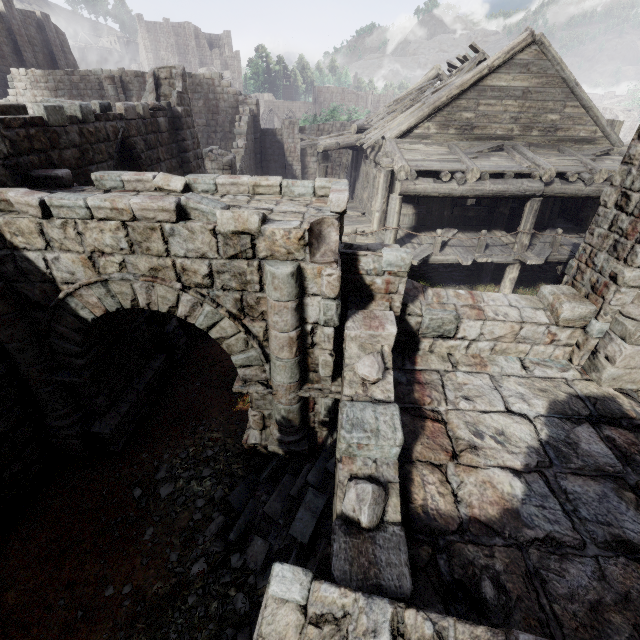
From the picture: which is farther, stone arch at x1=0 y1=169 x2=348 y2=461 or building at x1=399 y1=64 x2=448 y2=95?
building at x1=399 y1=64 x2=448 y2=95

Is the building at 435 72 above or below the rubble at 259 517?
above

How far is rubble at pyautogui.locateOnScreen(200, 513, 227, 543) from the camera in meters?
5.3 m

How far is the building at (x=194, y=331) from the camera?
10.0m

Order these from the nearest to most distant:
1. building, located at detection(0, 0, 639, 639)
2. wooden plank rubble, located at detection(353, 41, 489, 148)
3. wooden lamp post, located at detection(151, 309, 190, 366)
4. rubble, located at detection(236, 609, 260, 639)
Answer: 1. building, located at detection(0, 0, 639, 639)
2. rubble, located at detection(236, 609, 260, 639)
3. wooden lamp post, located at detection(151, 309, 190, 366)
4. wooden plank rubble, located at detection(353, 41, 489, 148)

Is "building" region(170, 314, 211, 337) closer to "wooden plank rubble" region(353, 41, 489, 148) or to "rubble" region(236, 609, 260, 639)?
"wooden plank rubble" region(353, 41, 489, 148)

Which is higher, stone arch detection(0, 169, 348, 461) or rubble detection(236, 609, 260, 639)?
stone arch detection(0, 169, 348, 461)

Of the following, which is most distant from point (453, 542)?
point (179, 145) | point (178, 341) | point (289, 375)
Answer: point (179, 145)
